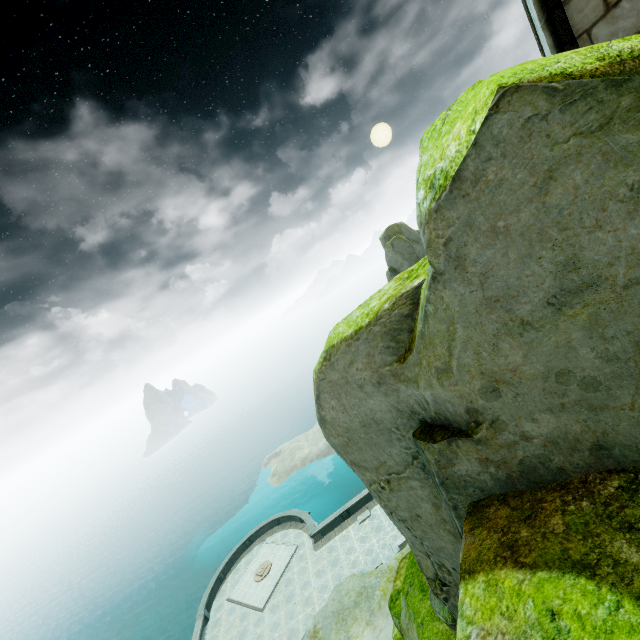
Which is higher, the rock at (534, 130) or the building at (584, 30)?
the building at (584, 30)

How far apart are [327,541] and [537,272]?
33.97m

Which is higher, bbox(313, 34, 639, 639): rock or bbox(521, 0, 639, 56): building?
bbox(521, 0, 639, 56): building

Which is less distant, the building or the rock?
the rock

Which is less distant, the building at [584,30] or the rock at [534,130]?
the rock at [534,130]
